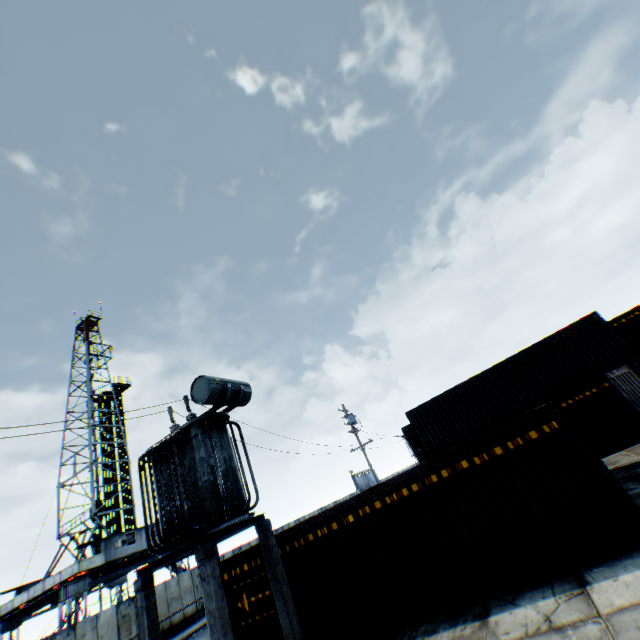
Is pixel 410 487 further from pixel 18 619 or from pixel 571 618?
pixel 18 619

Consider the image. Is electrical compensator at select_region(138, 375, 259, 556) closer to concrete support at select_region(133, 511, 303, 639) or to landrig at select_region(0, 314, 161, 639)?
concrete support at select_region(133, 511, 303, 639)

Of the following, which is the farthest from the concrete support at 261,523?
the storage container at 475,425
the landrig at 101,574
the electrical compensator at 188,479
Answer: the landrig at 101,574

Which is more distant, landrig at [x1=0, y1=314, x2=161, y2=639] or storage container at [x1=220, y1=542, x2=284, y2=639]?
landrig at [x1=0, y1=314, x2=161, y2=639]

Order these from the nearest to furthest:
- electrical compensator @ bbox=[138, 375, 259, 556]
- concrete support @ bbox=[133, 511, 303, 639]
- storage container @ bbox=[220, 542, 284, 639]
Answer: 1. concrete support @ bbox=[133, 511, 303, 639]
2. electrical compensator @ bbox=[138, 375, 259, 556]
3. storage container @ bbox=[220, 542, 284, 639]

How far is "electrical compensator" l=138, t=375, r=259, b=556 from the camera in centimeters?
797cm

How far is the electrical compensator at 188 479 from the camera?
7.97m

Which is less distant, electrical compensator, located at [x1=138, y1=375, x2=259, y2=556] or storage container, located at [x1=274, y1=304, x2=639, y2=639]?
storage container, located at [x1=274, y1=304, x2=639, y2=639]
